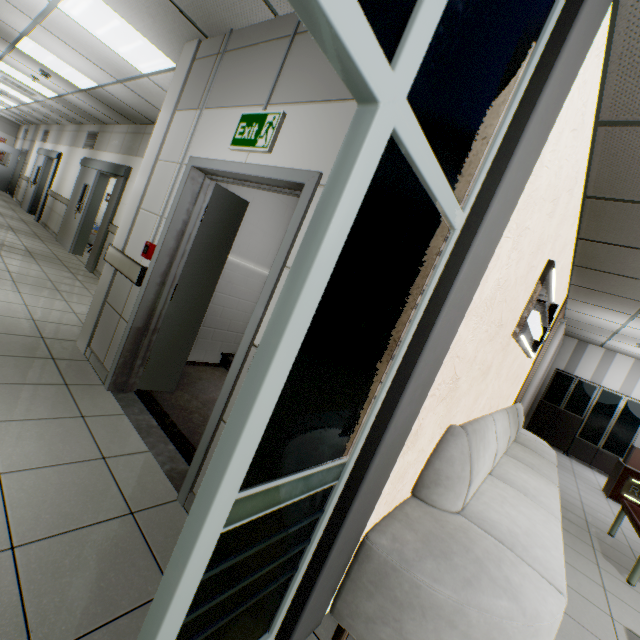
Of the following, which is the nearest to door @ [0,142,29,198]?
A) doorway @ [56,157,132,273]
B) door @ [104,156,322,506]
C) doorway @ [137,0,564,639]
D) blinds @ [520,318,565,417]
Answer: doorway @ [56,157,132,273]

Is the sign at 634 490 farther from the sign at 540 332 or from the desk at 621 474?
the sign at 540 332

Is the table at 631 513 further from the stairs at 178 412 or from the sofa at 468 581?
the stairs at 178 412

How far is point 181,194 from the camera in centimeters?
270cm

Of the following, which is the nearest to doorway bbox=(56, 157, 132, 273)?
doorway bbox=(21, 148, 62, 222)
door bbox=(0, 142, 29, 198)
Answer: doorway bbox=(21, 148, 62, 222)

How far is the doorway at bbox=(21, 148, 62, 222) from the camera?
10.3 meters

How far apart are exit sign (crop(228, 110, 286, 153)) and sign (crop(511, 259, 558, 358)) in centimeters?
249cm

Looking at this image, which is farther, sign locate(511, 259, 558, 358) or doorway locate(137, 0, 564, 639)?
sign locate(511, 259, 558, 358)
